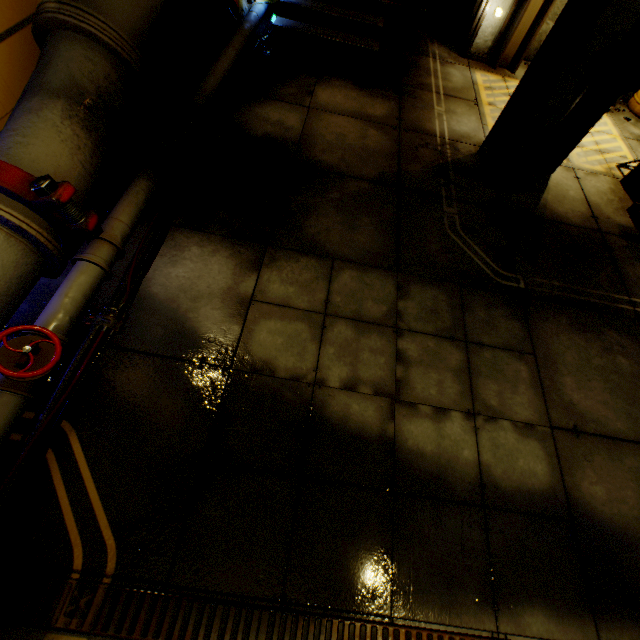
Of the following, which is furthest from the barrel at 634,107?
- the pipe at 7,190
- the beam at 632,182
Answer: the pipe at 7,190

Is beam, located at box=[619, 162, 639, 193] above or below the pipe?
below

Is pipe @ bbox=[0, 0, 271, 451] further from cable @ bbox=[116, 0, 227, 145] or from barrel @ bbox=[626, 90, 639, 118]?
barrel @ bbox=[626, 90, 639, 118]

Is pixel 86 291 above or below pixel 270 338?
above

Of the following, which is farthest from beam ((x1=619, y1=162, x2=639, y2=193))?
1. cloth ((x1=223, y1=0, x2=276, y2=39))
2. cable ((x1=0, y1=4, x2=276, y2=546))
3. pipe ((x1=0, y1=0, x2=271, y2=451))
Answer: cloth ((x1=223, y1=0, x2=276, y2=39))

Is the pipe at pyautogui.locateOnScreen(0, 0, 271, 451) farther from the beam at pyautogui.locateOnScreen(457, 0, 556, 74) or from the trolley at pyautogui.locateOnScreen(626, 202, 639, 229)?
the trolley at pyautogui.locateOnScreen(626, 202, 639, 229)

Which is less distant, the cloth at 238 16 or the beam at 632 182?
the beam at 632 182

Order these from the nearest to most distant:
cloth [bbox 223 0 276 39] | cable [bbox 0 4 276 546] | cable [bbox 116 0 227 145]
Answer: cable [bbox 0 4 276 546]
cable [bbox 116 0 227 145]
cloth [bbox 223 0 276 39]
